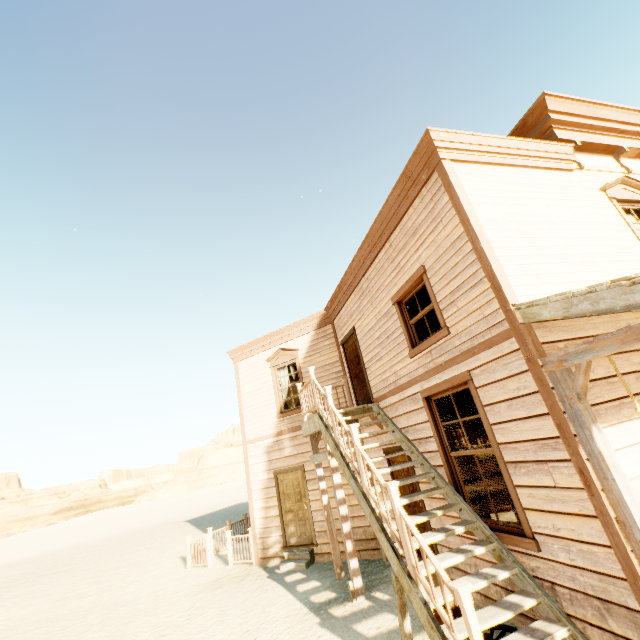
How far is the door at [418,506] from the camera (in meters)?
6.44

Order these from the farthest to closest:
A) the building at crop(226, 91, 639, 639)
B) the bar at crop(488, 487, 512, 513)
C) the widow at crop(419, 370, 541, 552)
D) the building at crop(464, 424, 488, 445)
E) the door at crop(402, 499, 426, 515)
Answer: the building at crop(464, 424, 488, 445), the bar at crop(488, 487, 512, 513), the door at crop(402, 499, 426, 515), the widow at crop(419, 370, 541, 552), the building at crop(226, 91, 639, 639)

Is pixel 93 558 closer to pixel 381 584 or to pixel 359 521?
pixel 359 521

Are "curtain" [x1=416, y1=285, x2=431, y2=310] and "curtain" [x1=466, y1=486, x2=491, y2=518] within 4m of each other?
yes

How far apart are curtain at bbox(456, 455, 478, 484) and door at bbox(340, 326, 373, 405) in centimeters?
256cm

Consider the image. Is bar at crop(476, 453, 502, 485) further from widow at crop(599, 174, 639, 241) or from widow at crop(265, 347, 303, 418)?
widow at crop(599, 174, 639, 241)

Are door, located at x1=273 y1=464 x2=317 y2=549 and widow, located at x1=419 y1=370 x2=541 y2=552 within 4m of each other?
no

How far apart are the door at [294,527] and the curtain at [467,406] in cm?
556
